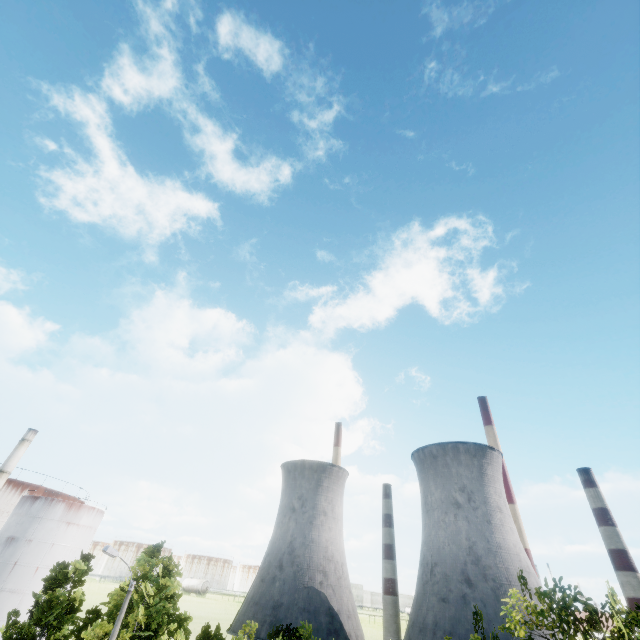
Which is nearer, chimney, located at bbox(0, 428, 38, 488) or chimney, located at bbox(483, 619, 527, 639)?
chimney, located at bbox(0, 428, 38, 488)

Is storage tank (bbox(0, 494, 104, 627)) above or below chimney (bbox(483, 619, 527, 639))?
below

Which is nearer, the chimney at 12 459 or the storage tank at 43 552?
the storage tank at 43 552

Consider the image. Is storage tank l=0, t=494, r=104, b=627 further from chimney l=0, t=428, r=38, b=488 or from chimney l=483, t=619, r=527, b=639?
chimney l=483, t=619, r=527, b=639

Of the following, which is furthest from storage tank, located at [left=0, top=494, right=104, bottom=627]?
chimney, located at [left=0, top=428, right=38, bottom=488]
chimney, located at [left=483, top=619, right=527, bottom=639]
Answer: chimney, located at [left=483, top=619, right=527, bottom=639]

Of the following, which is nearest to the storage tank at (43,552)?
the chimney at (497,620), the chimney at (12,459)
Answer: the chimney at (12,459)

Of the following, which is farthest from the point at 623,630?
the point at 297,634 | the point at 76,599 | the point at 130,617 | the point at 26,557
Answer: the point at 26,557

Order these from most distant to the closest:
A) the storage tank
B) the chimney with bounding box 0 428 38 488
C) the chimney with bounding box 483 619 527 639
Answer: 1. the chimney with bounding box 483 619 527 639
2. the chimney with bounding box 0 428 38 488
3. the storage tank
